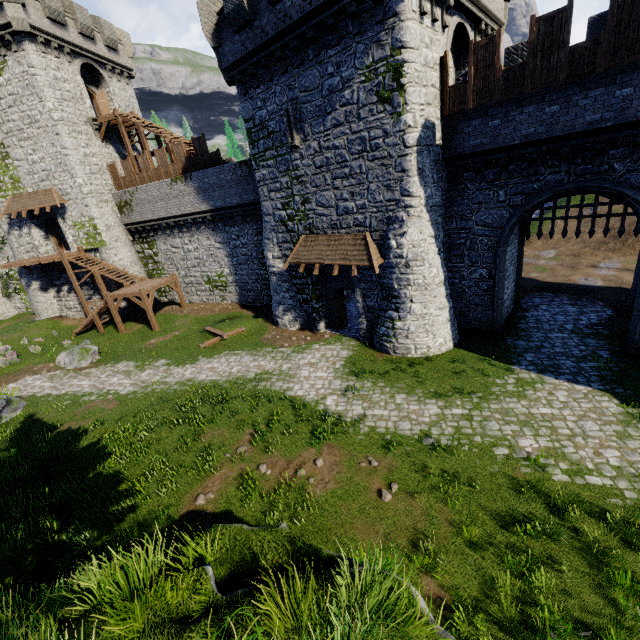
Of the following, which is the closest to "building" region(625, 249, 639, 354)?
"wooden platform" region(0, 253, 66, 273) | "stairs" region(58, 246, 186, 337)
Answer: "stairs" region(58, 246, 186, 337)

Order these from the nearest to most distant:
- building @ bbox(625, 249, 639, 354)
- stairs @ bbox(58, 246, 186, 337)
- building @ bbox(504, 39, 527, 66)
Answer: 1. building @ bbox(625, 249, 639, 354)
2. building @ bbox(504, 39, 527, 66)
3. stairs @ bbox(58, 246, 186, 337)

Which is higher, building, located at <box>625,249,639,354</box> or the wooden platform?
the wooden platform

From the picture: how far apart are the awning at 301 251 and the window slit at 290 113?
4.1m

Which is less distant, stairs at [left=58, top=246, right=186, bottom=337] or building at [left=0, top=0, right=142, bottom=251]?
building at [left=0, top=0, right=142, bottom=251]

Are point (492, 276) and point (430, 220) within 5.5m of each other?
yes

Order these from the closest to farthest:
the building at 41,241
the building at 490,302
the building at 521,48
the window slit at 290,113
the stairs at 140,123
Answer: the building at 490,302 → the building at 521,48 → the window slit at 290,113 → the stairs at 140,123 → the building at 41,241

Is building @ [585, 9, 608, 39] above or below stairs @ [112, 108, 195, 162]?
below
